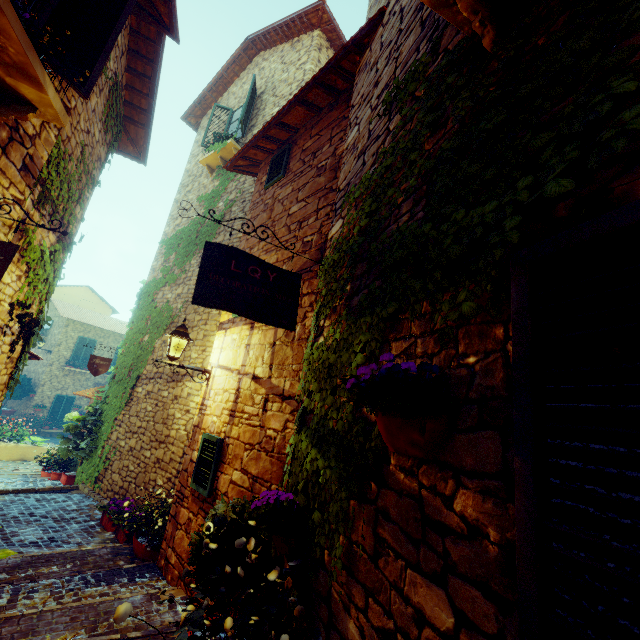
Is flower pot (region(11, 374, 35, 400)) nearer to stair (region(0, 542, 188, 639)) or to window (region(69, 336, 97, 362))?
window (region(69, 336, 97, 362))

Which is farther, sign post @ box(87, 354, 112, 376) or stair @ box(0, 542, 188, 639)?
sign post @ box(87, 354, 112, 376)

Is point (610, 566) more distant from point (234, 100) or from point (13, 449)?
point (13, 449)

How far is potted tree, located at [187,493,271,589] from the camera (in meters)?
2.56

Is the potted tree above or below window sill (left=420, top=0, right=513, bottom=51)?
below

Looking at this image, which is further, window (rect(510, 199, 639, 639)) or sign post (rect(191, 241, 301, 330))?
sign post (rect(191, 241, 301, 330))

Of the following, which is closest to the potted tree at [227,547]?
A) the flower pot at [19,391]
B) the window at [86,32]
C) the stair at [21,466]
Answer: the window at [86,32]

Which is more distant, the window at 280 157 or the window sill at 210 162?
→ the window sill at 210 162
